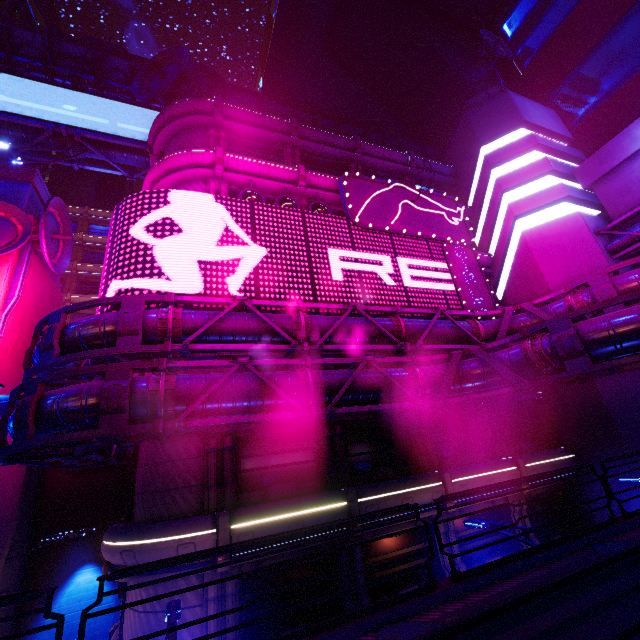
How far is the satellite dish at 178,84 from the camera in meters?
21.6 m

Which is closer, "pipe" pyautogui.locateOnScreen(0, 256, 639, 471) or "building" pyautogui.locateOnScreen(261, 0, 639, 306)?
"pipe" pyautogui.locateOnScreen(0, 256, 639, 471)

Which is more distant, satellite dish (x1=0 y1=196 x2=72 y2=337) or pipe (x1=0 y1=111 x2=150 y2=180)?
pipe (x1=0 y1=111 x2=150 y2=180)

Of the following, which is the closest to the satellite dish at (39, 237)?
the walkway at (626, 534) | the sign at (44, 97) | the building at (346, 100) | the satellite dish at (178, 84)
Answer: the sign at (44, 97)

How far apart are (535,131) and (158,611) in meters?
36.7

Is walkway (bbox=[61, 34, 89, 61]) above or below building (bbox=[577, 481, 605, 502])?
above

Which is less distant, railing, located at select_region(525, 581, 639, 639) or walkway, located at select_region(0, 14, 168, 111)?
railing, located at select_region(525, 581, 639, 639)

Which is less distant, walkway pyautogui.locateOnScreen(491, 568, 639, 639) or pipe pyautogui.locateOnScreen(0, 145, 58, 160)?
walkway pyautogui.locateOnScreen(491, 568, 639, 639)
